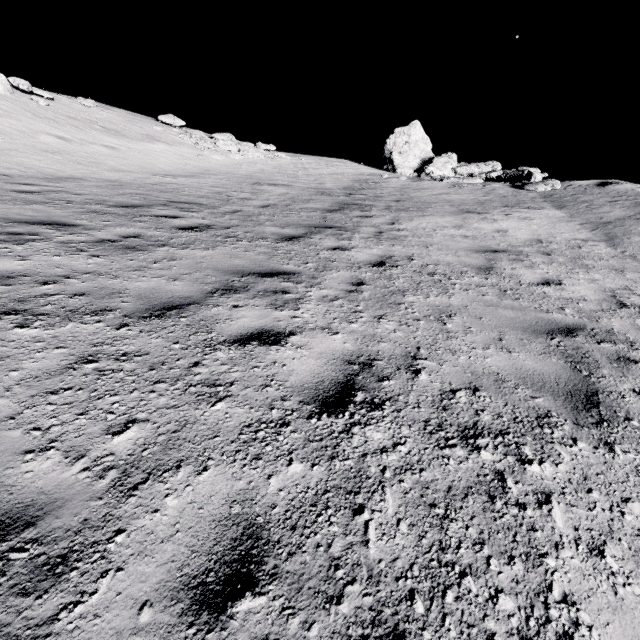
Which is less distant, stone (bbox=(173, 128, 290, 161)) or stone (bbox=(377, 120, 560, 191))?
stone (bbox=(377, 120, 560, 191))

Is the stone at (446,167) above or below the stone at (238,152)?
above

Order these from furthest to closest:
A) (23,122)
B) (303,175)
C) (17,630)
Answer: (303,175), (23,122), (17,630)

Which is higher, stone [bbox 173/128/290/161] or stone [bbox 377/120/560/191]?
stone [bbox 377/120/560/191]

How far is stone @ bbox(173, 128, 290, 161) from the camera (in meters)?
18.27

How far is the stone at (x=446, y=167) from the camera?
15.9m

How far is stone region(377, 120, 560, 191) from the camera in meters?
15.9
